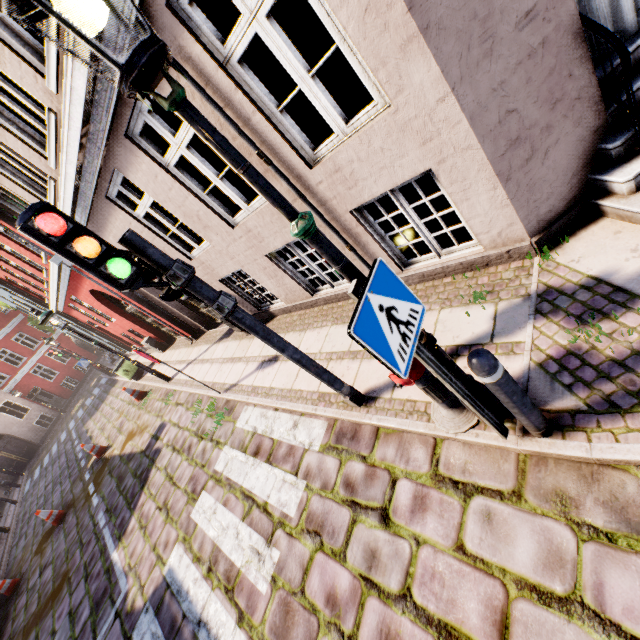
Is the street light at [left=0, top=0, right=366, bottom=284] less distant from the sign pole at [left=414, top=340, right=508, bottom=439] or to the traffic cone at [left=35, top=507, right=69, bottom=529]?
the sign pole at [left=414, top=340, right=508, bottom=439]

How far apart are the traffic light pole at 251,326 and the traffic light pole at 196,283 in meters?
0.2

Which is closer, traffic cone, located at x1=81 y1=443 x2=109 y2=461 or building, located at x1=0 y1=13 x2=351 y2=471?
building, located at x1=0 y1=13 x2=351 y2=471

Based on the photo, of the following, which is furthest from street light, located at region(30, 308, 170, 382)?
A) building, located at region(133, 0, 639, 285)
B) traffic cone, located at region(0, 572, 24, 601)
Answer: traffic cone, located at region(0, 572, 24, 601)

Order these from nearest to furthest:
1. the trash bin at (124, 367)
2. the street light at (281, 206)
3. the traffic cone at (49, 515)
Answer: the street light at (281, 206) → the traffic cone at (49, 515) → the trash bin at (124, 367)

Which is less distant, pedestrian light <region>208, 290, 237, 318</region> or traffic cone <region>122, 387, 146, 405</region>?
pedestrian light <region>208, 290, 237, 318</region>

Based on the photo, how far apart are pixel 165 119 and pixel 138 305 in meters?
6.5 m

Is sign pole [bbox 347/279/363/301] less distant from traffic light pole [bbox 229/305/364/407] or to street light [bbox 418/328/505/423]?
street light [bbox 418/328/505/423]
